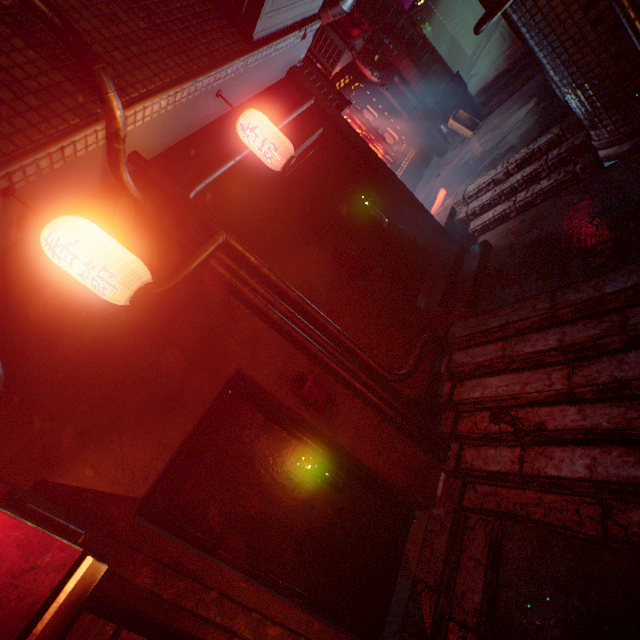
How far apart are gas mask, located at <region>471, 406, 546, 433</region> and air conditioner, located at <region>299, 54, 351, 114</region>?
3.68m

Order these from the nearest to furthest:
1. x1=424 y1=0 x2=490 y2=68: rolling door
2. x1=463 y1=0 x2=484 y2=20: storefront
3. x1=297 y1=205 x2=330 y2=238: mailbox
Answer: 1. x1=297 y1=205 x2=330 y2=238: mailbox
2. x1=424 y1=0 x2=490 y2=68: rolling door
3. x1=463 y1=0 x2=484 y2=20: storefront

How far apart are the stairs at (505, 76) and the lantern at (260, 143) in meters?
5.9 m

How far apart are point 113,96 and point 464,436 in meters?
3.5 m

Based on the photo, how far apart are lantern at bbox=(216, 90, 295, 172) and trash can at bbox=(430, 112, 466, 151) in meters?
5.3 m

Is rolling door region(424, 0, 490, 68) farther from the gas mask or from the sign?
the sign

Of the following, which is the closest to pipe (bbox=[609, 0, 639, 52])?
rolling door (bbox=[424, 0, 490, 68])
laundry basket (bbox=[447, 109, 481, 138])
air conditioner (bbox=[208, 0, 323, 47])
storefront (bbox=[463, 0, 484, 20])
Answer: air conditioner (bbox=[208, 0, 323, 47])

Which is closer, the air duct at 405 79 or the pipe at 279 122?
the pipe at 279 122
